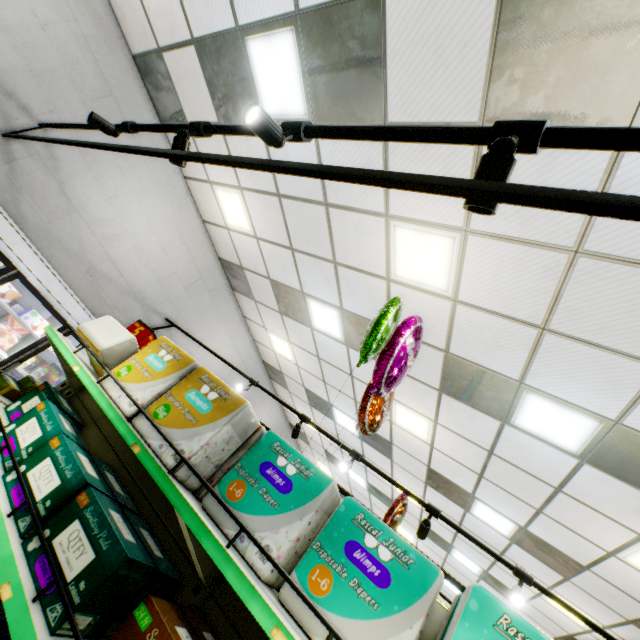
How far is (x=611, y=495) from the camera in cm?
388

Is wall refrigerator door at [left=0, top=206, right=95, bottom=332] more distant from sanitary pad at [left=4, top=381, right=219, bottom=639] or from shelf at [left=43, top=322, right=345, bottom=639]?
sanitary pad at [left=4, top=381, right=219, bottom=639]

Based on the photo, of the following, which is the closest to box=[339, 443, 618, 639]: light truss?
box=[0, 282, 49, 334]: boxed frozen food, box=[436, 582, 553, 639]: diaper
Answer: box=[436, 582, 553, 639]: diaper

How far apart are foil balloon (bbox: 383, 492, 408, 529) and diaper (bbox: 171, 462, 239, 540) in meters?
3.4 m

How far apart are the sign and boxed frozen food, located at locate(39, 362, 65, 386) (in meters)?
2.76

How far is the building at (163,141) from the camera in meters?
4.5 m

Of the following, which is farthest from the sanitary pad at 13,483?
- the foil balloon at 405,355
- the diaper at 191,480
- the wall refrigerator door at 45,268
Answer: the wall refrigerator door at 45,268

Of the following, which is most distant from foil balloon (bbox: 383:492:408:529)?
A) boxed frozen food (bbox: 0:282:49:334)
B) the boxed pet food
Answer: boxed frozen food (bbox: 0:282:49:334)
